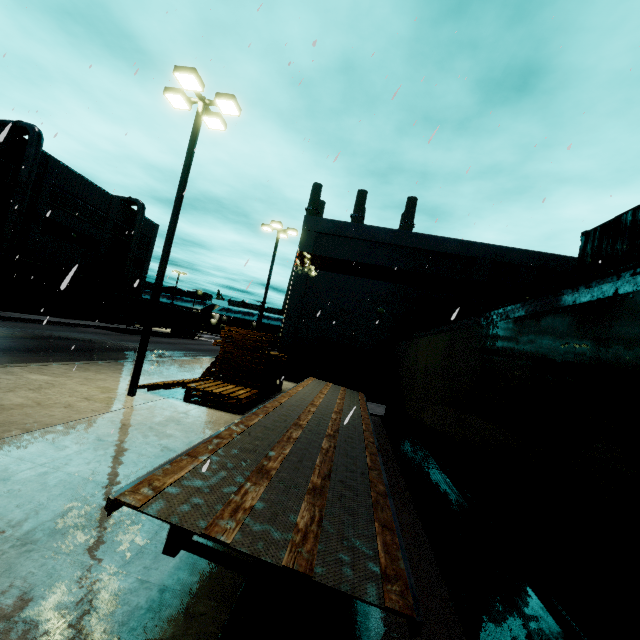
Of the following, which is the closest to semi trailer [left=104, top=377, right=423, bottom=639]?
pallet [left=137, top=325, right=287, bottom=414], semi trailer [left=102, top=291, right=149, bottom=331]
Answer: pallet [left=137, top=325, right=287, bottom=414]

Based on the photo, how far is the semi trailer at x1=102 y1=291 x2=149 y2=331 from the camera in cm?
3319

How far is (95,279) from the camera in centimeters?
3722cm

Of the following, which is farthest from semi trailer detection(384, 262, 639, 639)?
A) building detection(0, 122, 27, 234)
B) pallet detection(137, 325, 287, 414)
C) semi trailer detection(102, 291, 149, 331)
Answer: semi trailer detection(102, 291, 149, 331)

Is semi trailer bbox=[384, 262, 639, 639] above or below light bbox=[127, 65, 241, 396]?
below

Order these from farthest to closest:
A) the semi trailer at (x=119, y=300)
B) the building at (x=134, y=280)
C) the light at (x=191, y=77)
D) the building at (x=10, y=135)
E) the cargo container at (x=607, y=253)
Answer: the building at (x=134, y=280) < the semi trailer at (x=119, y=300) < the building at (x=10, y=135) < the light at (x=191, y=77) < the cargo container at (x=607, y=253)

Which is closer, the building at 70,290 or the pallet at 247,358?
the pallet at 247,358

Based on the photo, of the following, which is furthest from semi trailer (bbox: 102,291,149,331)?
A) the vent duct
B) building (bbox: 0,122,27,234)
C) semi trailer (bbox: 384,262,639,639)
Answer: semi trailer (bbox: 384,262,639,639)
